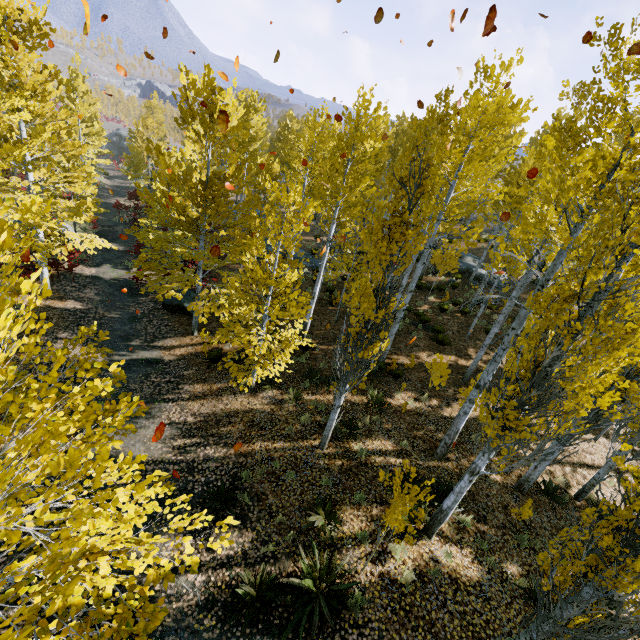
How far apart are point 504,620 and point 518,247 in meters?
7.5 m

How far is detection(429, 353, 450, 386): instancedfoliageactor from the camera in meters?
10.2 m

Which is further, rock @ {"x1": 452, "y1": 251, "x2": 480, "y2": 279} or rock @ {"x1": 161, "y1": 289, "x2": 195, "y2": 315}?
rock @ {"x1": 452, "y1": 251, "x2": 480, "y2": 279}

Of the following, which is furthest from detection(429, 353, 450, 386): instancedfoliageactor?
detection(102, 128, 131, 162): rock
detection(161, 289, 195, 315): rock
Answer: detection(161, 289, 195, 315): rock

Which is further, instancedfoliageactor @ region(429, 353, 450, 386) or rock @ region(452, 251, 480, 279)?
rock @ region(452, 251, 480, 279)

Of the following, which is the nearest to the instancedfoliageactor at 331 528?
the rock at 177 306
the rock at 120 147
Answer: the rock at 120 147

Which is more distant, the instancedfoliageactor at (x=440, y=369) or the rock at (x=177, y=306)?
the rock at (x=177, y=306)
